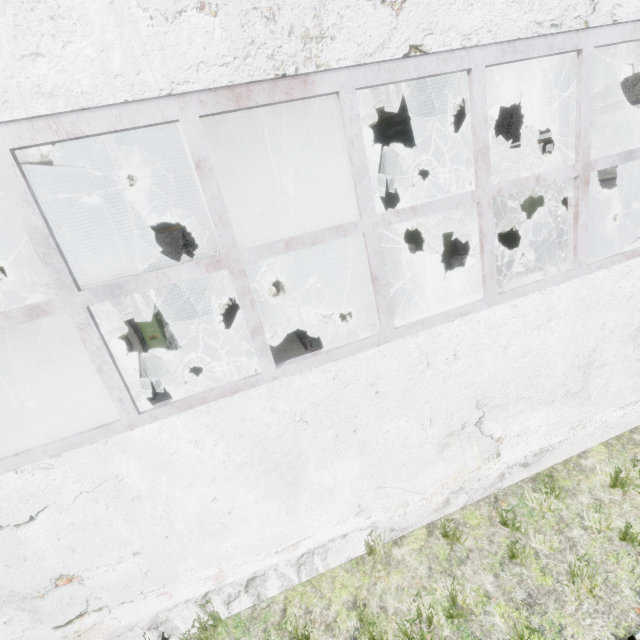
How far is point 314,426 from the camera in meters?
3.4

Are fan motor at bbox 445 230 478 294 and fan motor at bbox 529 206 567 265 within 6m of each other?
yes

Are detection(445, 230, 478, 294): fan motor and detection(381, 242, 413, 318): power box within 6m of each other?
yes

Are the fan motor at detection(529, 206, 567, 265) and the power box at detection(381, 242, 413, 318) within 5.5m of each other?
no

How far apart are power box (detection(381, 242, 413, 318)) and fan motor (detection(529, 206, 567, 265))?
6.1m

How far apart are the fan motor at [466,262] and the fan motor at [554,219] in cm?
243

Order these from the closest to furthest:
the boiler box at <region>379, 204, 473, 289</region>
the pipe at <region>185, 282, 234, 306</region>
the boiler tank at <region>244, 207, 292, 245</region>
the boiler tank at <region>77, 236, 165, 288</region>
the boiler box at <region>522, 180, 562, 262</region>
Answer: the boiler tank at <region>77, 236, 165, 288</region> → the boiler tank at <region>244, 207, 292, 245</region> → the boiler box at <region>379, 204, 473, 289</region> → the boiler box at <region>522, 180, 562, 262</region> → the pipe at <region>185, 282, 234, 306</region>

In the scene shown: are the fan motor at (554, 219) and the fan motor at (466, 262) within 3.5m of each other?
yes
